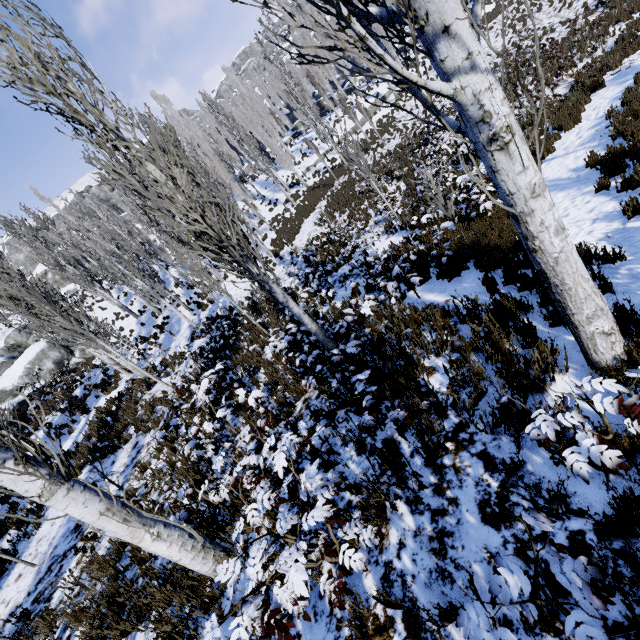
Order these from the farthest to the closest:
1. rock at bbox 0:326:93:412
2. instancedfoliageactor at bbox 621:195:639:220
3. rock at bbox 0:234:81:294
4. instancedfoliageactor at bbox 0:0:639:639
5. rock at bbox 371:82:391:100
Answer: rock at bbox 0:234:81:294 → rock at bbox 371:82:391:100 → rock at bbox 0:326:93:412 → instancedfoliageactor at bbox 621:195:639:220 → instancedfoliageactor at bbox 0:0:639:639

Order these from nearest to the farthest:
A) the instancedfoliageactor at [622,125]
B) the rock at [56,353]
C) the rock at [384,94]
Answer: the instancedfoliageactor at [622,125], the rock at [56,353], the rock at [384,94]

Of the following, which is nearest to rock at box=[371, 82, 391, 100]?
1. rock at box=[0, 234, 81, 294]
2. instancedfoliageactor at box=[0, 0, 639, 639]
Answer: instancedfoliageactor at box=[0, 0, 639, 639]

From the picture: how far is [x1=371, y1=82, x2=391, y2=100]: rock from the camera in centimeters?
3144cm

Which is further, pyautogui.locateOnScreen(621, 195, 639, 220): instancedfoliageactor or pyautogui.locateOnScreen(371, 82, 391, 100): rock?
pyautogui.locateOnScreen(371, 82, 391, 100): rock

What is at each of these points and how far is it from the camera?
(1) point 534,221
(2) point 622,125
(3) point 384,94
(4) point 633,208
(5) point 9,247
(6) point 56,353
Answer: (1) instancedfoliageactor, 2.5 meters
(2) instancedfoliageactor, 7.4 meters
(3) rock, 31.4 meters
(4) instancedfoliageactor, 5.1 meters
(5) rock, 46.4 meters
(6) rock, 22.6 meters

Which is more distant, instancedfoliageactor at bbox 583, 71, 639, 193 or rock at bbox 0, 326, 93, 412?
rock at bbox 0, 326, 93, 412

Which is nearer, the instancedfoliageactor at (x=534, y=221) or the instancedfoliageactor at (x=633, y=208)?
the instancedfoliageactor at (x=534, y=221)
